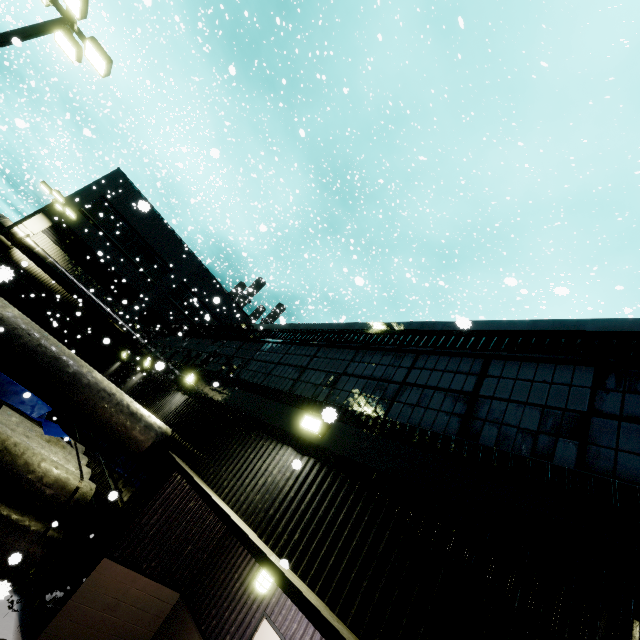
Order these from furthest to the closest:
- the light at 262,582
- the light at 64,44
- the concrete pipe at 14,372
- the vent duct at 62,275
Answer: the vent duct at 62,275, the light at 64,44, the concrete pipe at 14,372, the light at 262,582

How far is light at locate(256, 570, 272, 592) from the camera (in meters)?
4.64

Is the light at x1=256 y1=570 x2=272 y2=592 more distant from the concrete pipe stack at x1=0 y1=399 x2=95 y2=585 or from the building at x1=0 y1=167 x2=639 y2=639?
the concrete pipe stack at x1=0 y1=399 x2=95 y2=585

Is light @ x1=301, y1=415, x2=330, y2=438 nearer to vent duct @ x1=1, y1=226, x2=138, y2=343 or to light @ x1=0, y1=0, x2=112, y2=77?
light @ x1=0, y1=0, x2=112, y2=77

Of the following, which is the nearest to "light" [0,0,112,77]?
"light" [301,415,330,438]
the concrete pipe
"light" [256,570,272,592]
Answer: the concrete pipe

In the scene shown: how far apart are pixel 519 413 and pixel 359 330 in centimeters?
351cm

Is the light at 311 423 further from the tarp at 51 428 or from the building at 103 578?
the tarp at 51 428

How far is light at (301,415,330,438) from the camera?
5.2 meters
